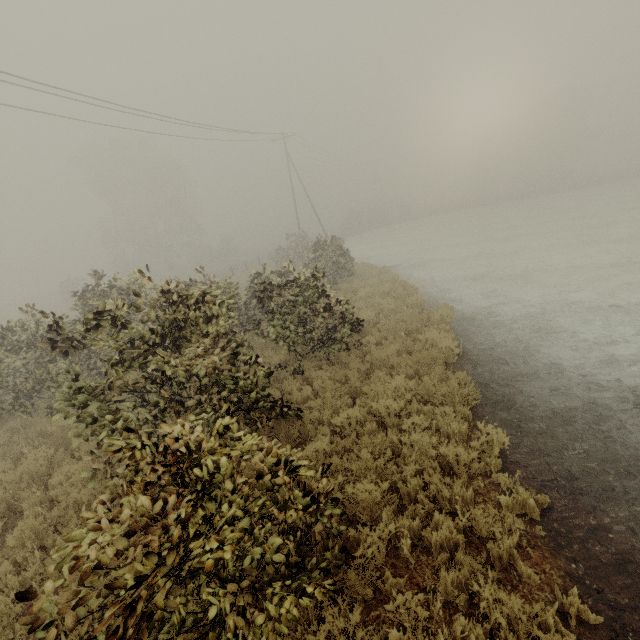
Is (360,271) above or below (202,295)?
below
